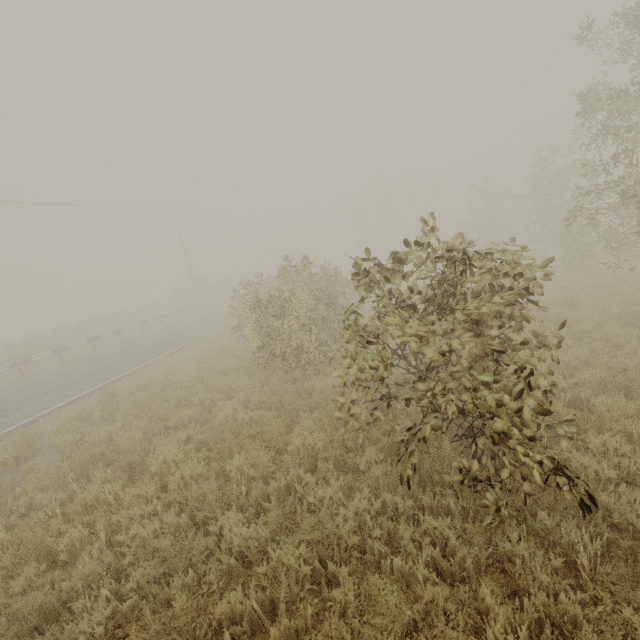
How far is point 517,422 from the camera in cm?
328
